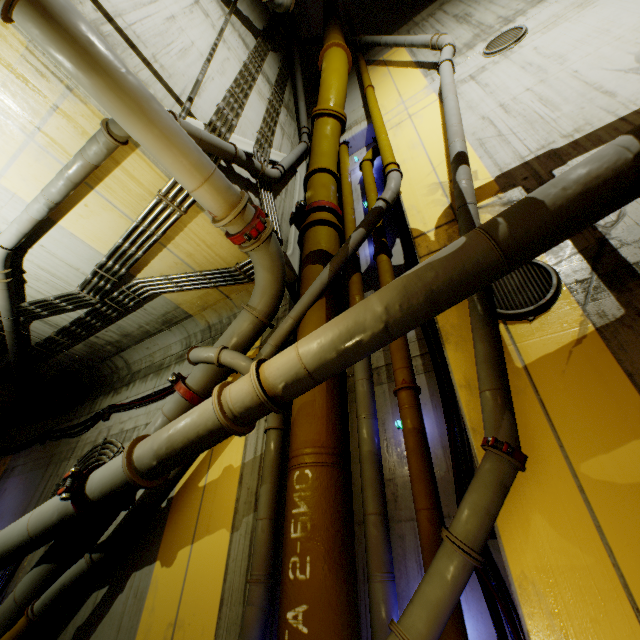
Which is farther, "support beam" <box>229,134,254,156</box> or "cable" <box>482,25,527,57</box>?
"cable" <box>482,25,527,57</box>

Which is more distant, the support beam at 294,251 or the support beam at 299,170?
the support beam at 299,170

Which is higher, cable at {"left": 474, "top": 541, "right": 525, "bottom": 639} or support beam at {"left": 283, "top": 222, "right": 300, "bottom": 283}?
support beam at {"left": 283, "top": 222, "right": 300, "bottom": 283}

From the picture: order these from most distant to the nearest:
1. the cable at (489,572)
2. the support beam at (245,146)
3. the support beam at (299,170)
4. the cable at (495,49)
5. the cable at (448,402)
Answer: the support beam at (299,170) → the cable at (495,49) → the support beam at (245,146) → the cable at (448,402) → the cable at (489,572)

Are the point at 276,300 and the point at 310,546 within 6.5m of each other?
yes

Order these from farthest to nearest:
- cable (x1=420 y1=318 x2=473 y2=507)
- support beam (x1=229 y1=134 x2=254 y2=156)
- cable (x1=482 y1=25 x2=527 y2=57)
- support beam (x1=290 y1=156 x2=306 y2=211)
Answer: support beam (x1=290 y1=156 x2=306 y2=211), cable (x1=482 y1=25 x2=527 y2=57), support beam (x1=229 y1=134 x2=254 y2=156), cable (x1=420 y1=318 x2=473 y2=507)

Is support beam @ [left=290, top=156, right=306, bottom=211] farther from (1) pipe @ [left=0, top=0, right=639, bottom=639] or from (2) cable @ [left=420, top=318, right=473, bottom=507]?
(2) cable @ [left=420, top=318, right=473, bottom=507]
